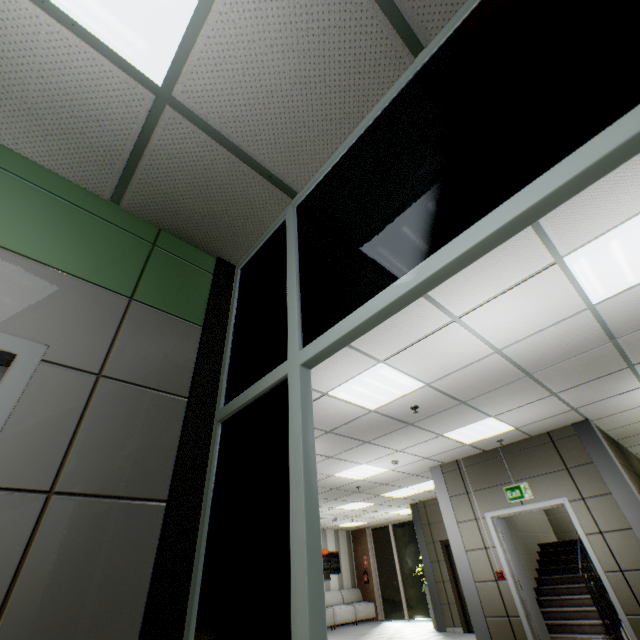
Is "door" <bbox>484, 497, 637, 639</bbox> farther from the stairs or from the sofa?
the sofa

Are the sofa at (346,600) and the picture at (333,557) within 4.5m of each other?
yes

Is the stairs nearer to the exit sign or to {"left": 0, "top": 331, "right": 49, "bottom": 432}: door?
the exit sign

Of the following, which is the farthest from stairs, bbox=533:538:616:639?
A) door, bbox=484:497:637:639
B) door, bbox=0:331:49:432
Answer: door, bbox=0:331:49:432

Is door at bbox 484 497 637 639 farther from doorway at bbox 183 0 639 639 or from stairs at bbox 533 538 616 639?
doorway at bbox 183 0 639 639

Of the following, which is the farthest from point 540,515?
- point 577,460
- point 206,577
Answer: point 206,577

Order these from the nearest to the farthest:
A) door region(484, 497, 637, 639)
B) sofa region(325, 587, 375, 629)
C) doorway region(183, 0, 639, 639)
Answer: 1. doorway region(183, 0, 639, 639)
2. door region(484, 497, 637, 639)
3. sofa region(325, 587, 375, 629)

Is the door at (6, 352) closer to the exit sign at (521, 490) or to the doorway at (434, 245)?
the doorway at (434, 245)
